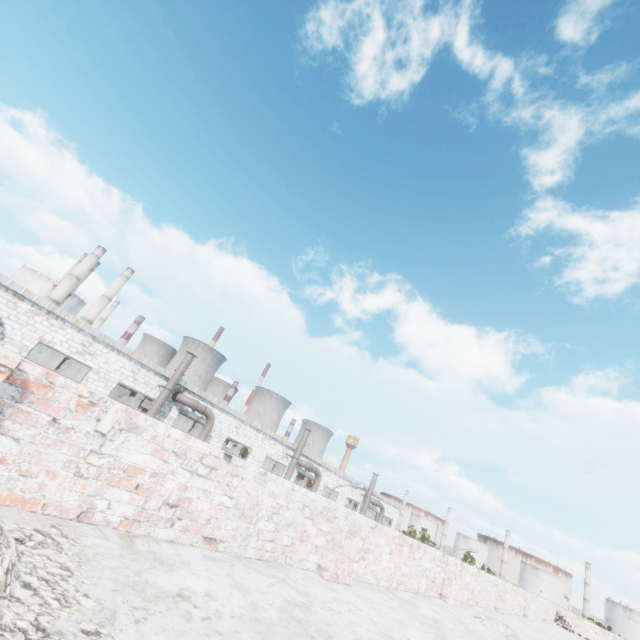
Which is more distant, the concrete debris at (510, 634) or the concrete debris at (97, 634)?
the concrete debris at (510, 634)

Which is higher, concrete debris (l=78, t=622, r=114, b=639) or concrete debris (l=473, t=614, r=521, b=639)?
concrete debris (l=473, t=614, r=521, b=639)

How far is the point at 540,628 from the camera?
10.7 meters

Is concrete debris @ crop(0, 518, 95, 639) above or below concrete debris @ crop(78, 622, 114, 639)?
above

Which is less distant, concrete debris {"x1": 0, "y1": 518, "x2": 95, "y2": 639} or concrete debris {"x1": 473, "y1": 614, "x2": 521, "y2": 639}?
concrete debris {"x1": 0, "y1": 518, "x2": 95, "y2": 639}
